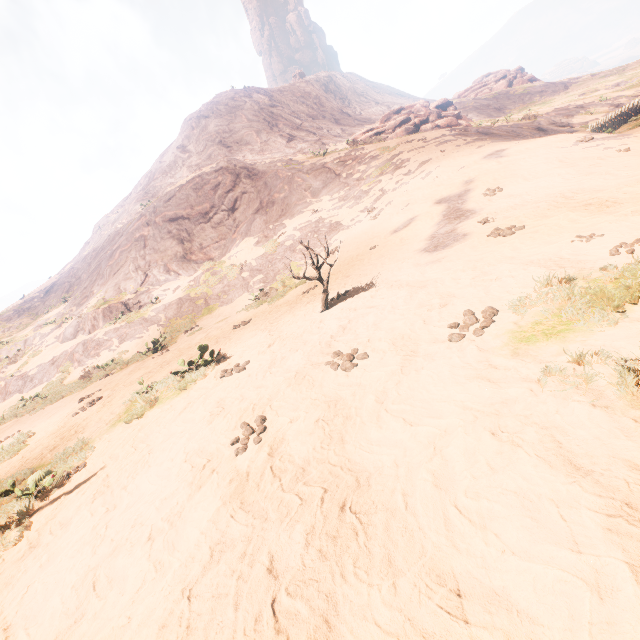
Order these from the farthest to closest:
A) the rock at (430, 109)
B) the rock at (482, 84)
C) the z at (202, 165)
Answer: the rock at (482, 84), the rock at (430, 109), the z at (202, 165)

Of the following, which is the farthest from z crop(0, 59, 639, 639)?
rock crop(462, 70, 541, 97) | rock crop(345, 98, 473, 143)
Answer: rock crop(345, 98, 473, 143)

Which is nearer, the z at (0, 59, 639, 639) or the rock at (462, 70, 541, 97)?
the z at (0, 59, 639, 639)

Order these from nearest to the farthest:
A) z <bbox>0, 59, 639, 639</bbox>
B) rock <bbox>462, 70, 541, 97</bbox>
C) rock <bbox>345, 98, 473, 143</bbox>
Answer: z <bbox>0, 59, 639, 639</bbox>, rock <bbox>345, 98, 473, 143</bbox>, rock <bbox>462, 70, 541, 97</bbox>

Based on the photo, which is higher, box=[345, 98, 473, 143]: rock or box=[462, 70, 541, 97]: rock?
box=[462, 70, 541, 97]: rock

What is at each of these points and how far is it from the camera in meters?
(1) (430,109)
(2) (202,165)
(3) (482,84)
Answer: (1) rock, 34.9 m
(2) z, 35.8 m
(3) rock, 57.5 m

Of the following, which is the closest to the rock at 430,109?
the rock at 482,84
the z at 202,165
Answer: the z at 202,165
